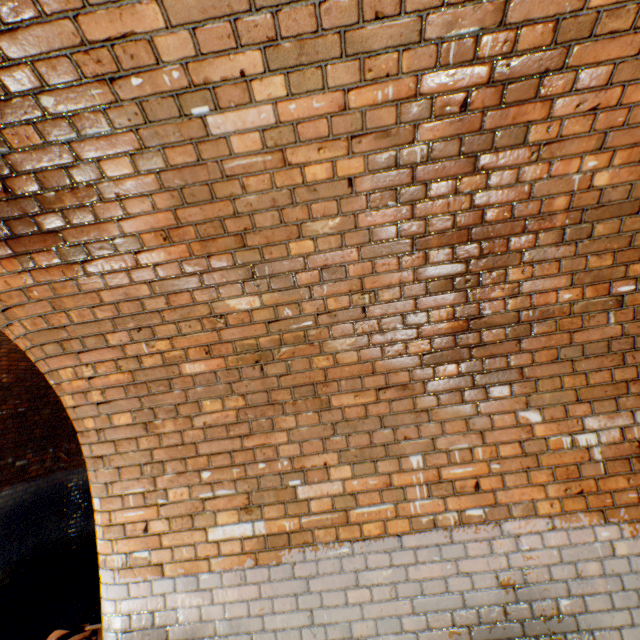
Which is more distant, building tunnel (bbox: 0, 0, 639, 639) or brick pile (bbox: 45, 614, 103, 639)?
brick pile (bbox: 45, 614, 103, 639)

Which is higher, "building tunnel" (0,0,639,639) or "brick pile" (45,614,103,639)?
"building tunnel" (0,0,639,639)

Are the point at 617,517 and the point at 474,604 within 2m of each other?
yes

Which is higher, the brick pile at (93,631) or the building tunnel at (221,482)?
the building tunnel at (221,482)

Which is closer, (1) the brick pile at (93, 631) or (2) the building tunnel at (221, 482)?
(2) the building tunnel at (221, 482)
